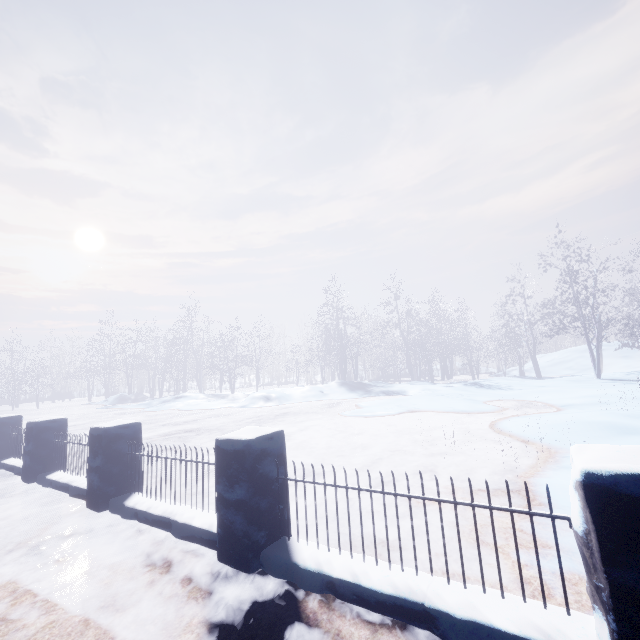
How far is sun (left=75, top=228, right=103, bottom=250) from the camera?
57.9m

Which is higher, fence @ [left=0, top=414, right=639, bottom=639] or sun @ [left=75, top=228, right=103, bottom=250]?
sun @ [left=75, top=228, right=103, bottom=250]

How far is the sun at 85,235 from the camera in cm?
5794

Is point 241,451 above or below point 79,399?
above

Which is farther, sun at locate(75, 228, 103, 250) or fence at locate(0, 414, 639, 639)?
sun at locate(75, 228, 103, 250)

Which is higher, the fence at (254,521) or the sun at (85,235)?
the sun at (85,235)
